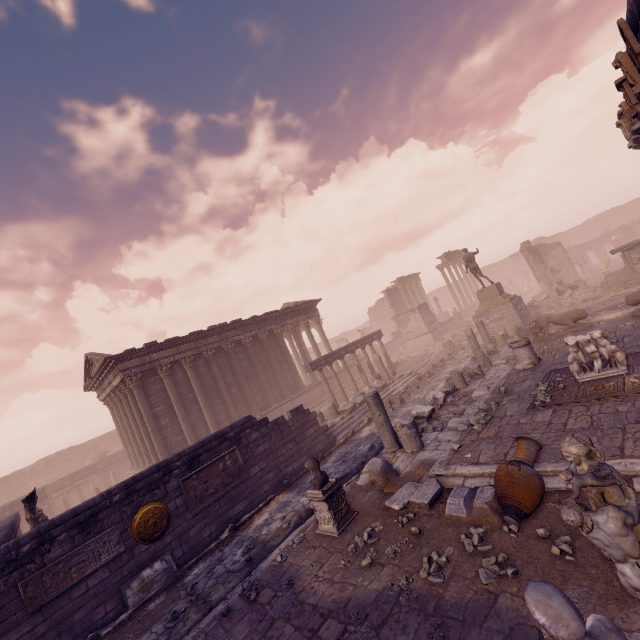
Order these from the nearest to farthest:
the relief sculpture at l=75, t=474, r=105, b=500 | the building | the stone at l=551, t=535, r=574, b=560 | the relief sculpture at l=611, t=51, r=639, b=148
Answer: the stone at l=551, t=535, r=574, b=560 < the relief sculpture at l=611, t=51, r=639, b=148 < the building < the relief sculpture at l=75, t=474, r=105, b=500

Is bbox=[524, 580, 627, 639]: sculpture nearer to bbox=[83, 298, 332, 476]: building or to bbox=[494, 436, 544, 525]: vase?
bbox=[494, 436, 544, 525]: vase

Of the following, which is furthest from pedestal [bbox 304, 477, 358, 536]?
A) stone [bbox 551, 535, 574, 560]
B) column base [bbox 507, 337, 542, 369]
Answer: column base [bbox 507, 337, 542, 369]

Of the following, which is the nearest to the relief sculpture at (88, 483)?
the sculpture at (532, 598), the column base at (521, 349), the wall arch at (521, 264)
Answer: the column base at (521, 349)

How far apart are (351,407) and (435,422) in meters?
5.9

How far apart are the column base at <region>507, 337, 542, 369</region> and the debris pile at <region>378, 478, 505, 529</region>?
6.4m

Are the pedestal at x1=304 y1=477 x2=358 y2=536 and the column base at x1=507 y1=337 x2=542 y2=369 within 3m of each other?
no

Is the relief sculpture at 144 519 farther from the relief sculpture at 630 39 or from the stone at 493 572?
the relief sculpture at 630 39
